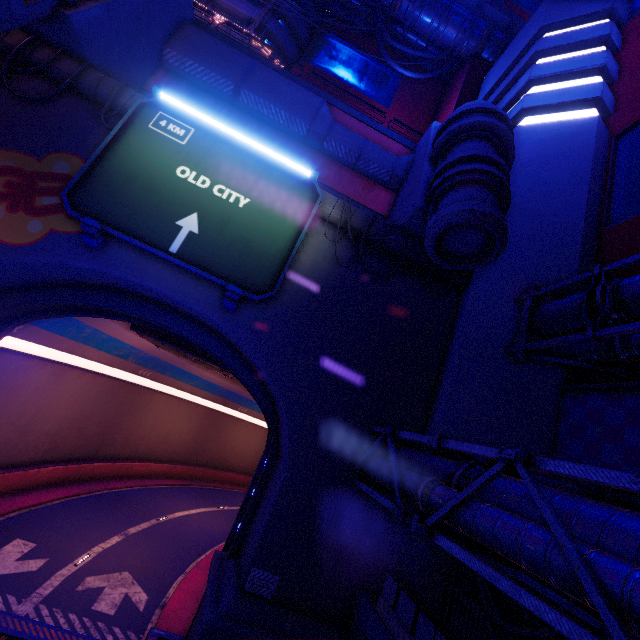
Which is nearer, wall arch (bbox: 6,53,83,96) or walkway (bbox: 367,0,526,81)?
wall arch (bbox: 6,53,83,96)

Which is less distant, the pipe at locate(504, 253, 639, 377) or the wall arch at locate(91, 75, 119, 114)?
the pipe at locate(504, 253, 639, 377)

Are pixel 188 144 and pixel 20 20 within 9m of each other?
yes

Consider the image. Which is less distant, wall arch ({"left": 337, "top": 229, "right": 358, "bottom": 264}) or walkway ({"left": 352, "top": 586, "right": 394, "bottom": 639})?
walkway ({"left": 352, "top": 586, "right": 394, "bottom": 639})

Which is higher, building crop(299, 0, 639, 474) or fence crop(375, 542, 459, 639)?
building crop(299, 0, 639, 474)

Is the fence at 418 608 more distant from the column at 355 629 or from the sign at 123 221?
the sign at 123 221

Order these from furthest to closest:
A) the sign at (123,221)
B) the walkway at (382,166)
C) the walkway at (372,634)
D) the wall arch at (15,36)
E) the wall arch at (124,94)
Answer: the walkway at (382,166), the wall arch at (124,94), the wall arch at (15,36), the sign at (123,221), the walkway at (372,634)

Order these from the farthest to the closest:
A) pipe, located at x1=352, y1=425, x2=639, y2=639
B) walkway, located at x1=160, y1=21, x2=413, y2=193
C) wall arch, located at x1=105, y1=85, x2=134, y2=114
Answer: walkway, located at x1=160, y1=21, x2=413, y2=193
wall arch, located at x1=105, y1=85, x2=134, y2=114
pipe, located at x1=352, y1=425, x2=639, y2=639
